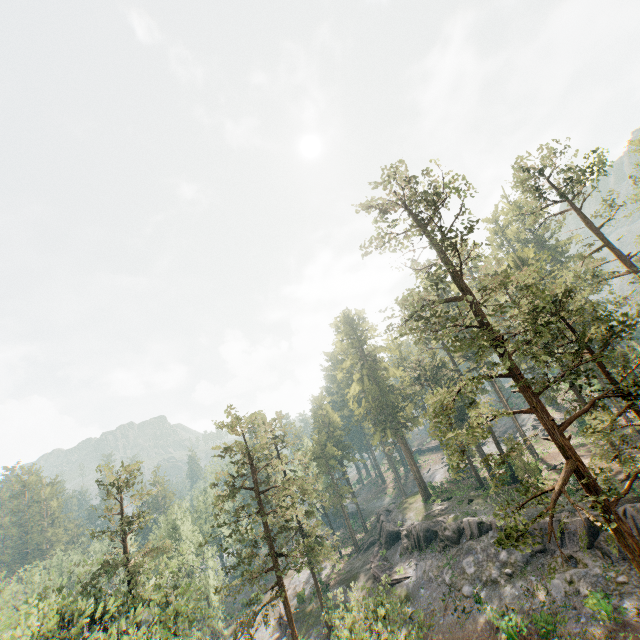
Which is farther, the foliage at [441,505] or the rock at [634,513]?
the foliage at [441,505]

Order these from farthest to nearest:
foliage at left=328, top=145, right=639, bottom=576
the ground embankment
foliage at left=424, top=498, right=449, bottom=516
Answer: foliage at left=424, top=498, right=449, bottom=516 < the ground embankment < foliage at left=328, top=145, right=639, bottom=576

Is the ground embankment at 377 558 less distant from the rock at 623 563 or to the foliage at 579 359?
the rock at 623 563

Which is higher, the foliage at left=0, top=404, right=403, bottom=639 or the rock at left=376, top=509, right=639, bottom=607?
the foliage at left=0, top=404, right=403, bottom=639

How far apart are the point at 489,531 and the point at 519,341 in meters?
26.7

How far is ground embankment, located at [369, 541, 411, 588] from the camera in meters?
35.0

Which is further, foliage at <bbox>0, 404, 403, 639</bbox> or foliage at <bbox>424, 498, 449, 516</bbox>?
foliage at <bbox>424, 498, 449, 516</bbox>

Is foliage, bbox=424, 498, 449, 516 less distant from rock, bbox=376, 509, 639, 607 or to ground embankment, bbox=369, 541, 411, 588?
rock, bbox=376, 509, 639, 607
